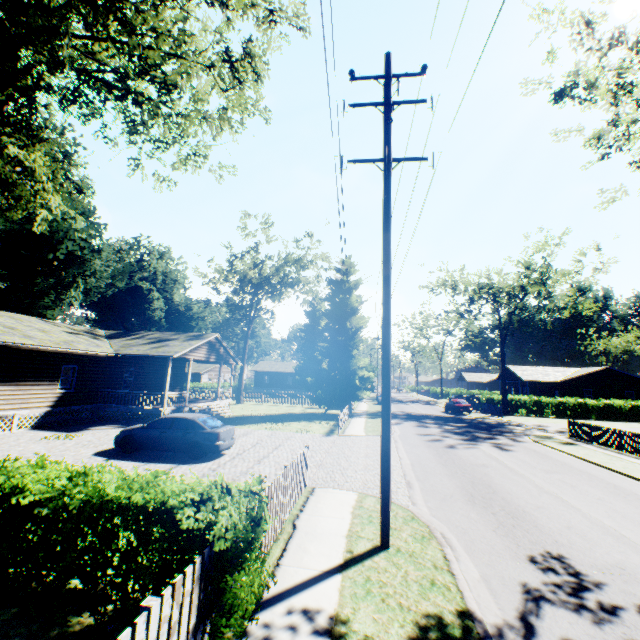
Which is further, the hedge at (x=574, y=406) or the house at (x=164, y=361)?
the hedge at (x=574, y=406)

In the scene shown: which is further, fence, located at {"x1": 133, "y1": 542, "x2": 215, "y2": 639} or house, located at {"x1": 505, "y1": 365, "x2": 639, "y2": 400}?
house, located at {"x1": 505, "y1": 365, "x2": 639, "y2": 400}

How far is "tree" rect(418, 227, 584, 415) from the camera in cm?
3484

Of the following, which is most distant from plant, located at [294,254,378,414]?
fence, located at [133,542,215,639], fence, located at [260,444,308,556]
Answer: fence, located at [133,542,215,639]

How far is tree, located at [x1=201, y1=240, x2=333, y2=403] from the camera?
34.91m

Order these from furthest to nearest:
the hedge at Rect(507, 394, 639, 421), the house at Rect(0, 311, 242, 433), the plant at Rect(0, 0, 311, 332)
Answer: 1. the hedge at Rect(507, 394, 639, 421)
2. the house at Rect(0, 311, 242, 433)
3. the plant at Rect(0, 0, 311, 332)

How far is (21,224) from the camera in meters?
23.4

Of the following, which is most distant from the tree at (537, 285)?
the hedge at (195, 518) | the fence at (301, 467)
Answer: the hedge at (195, 518)
